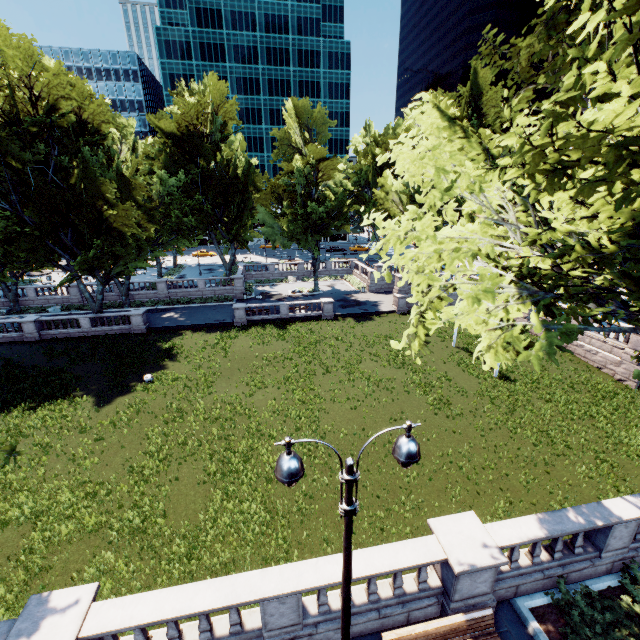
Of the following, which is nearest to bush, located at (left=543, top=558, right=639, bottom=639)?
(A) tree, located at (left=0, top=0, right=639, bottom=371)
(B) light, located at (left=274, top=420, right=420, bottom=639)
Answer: (A) tree, located at (left=0, top=0, right=639, bottom=371)

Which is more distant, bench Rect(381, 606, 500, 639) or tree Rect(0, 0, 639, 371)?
bench Rect(381, 606, 500, 639)

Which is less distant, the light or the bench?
the light

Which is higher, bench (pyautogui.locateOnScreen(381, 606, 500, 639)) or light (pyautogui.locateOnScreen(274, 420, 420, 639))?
light (pyautogui.locateOnScreen(274, 420, 420, 639))

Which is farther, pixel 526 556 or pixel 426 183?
pixel 526 556

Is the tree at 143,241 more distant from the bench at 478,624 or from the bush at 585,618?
the bench at 478,624

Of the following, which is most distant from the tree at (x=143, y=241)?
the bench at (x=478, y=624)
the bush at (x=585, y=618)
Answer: the bench at (x=478, y=624)

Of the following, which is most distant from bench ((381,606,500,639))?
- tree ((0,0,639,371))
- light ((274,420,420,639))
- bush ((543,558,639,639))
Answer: tree ((0,0,639,371))
